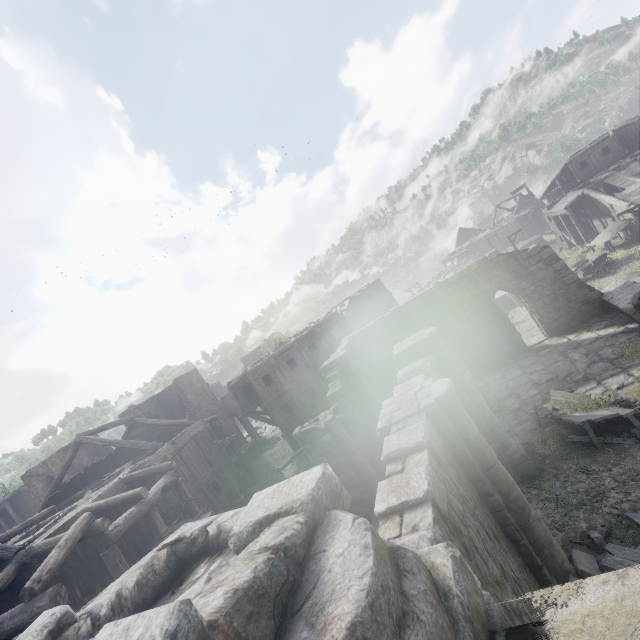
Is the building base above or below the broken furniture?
below

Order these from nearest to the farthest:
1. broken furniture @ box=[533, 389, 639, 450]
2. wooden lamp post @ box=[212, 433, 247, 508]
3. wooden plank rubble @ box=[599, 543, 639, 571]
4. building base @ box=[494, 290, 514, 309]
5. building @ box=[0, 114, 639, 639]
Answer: building @ box=[0, 114, 639, 639] → wooden plank rubble @ box=[599, 543, 639, 571] → broken furniture @ box=[533, 389, 639, 450] → wooden lamp post @ box=[212, 433, 247, 508] → building base @ box=[494, 290, 514, 309]

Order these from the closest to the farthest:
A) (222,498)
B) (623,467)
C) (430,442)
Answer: (430,442) → (623,467) → (222,498)

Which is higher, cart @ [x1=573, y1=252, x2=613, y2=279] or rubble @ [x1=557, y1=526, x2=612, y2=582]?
rubble @ [x1=557, y1=526, x2=612, y2=582]

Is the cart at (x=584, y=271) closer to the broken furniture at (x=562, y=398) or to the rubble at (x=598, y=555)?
the broken furniture at (x=562, y=398)

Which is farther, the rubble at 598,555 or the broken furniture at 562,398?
the broken furniture at 562,398

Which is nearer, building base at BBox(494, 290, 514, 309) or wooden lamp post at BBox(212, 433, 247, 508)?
wooden lamp post at BBox(212, 433, 247, 508)

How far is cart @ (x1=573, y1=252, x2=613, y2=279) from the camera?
26.7 meters
